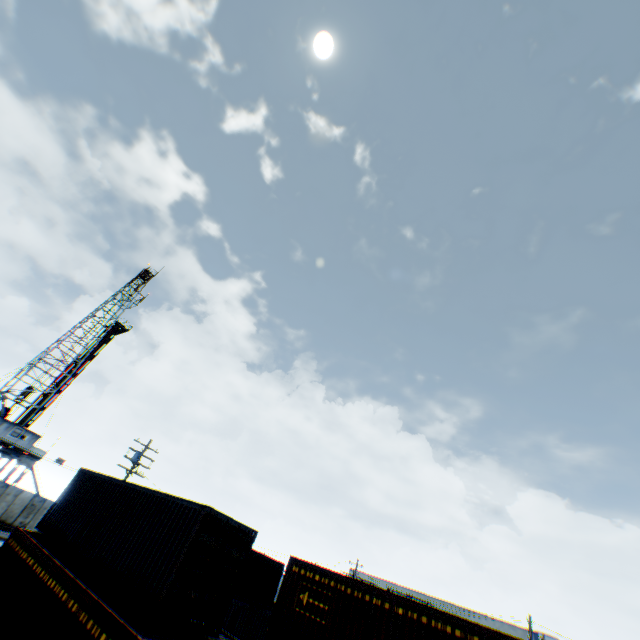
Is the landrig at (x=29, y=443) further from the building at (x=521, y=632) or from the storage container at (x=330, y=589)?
the building at (x=521, y=632)

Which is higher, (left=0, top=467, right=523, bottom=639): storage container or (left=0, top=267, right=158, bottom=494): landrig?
(left=0, top=267, right=158, bottom=494): landrig

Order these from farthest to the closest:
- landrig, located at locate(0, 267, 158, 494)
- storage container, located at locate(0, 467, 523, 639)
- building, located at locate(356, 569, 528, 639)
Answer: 1. building, located at locate(356, 569, 528, 639)
2. landrig, located at locate(0, 267, 158, 494)
3. storage container, located at locate(0, 467, 523, 639)

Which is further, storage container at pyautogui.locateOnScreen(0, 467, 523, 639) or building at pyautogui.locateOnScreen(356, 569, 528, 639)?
building at pyautogui.locateOnScreen(356, 569, 528, 639)

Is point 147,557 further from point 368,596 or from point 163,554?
point 368,596

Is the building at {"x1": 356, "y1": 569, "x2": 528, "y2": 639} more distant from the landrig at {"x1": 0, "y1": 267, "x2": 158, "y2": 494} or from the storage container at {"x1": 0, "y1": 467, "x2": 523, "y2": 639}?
the landrig at {"x1": 0, "y1": 267, "x2": 158, "y2": 494}

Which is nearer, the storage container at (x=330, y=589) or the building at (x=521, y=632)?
the storage container at (x=330, y=589)
